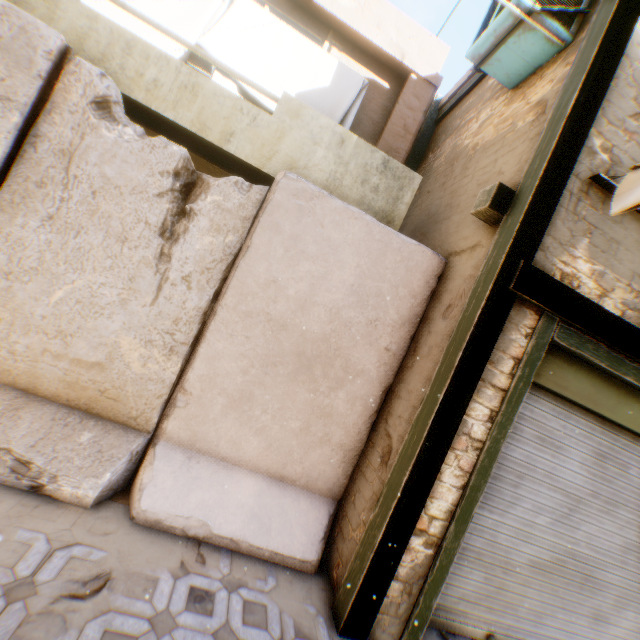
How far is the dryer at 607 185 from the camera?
2.7m

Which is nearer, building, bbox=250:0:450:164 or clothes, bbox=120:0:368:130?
clothes, bbox=120:0:368:130

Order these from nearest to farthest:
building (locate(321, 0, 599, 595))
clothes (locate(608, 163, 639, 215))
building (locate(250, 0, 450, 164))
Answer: clothes (locate(608, 163, 639, 215)), building (locate(321, 0, 599, 595)), building (locate(250, 0, 450, 164))

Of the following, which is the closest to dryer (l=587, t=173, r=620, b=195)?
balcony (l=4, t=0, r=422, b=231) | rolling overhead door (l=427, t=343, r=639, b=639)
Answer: rolling overhead door (l=427, t=343, r=639, b=639)

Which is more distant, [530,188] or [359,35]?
[359,35]

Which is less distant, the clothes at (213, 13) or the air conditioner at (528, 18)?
the air conditioner at (528, 18)

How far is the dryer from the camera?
2.70m

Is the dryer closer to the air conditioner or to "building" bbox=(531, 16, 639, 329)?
"building" bbox=(531, 16, 639, 329)
